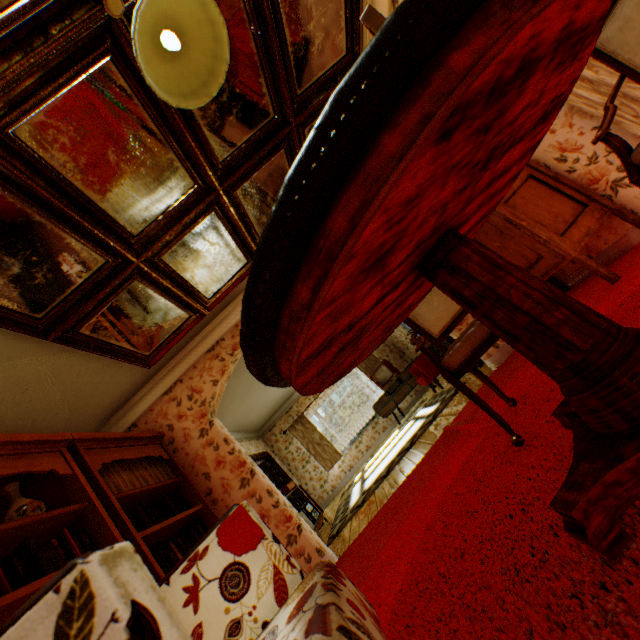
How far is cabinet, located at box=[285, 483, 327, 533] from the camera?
6.3m

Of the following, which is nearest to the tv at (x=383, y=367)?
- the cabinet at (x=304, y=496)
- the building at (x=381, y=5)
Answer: the building at (x=381, y=5)

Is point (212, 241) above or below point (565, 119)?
above

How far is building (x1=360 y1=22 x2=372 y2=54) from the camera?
3.11m

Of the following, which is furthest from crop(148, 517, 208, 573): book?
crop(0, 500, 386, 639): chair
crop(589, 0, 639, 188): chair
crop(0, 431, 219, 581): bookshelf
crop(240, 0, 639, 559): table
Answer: crop(589, 0, 639, 188): chair

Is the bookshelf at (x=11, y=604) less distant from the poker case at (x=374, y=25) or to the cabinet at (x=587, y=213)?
the poker case at (x=374, y=25)

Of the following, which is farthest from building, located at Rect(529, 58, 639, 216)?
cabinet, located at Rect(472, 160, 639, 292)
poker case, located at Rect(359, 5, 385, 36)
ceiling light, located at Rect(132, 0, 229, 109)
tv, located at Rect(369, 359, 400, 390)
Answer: ceiling light, located at Rect(132, 0, 229, 109)

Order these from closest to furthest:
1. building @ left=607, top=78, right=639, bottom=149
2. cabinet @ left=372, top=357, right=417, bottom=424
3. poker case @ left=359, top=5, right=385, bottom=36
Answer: poker case @ left=359, top=5, right=385, bottom=36 → building @ left=607, top=78, right=639, bottom=149 → cabinet @ left=372, top=357, right=417, bottom=424
